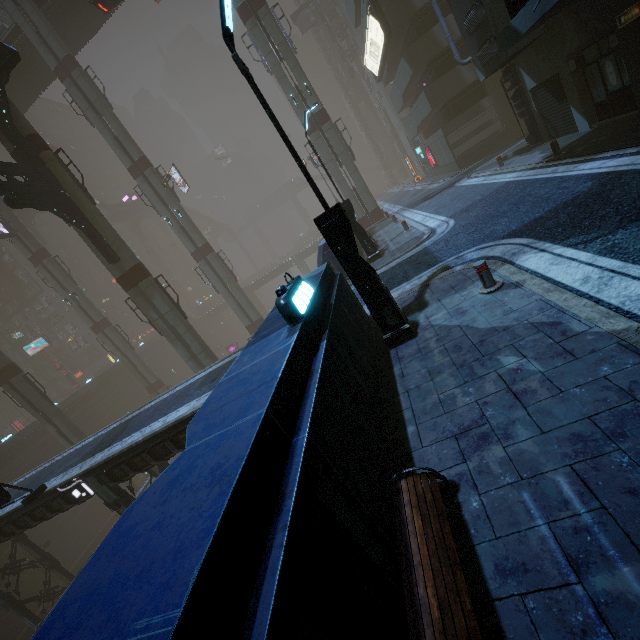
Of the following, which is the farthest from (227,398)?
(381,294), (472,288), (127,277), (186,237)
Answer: (186,237)

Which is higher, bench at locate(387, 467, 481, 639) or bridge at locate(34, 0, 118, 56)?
bridge at locate(34, 0, 118, 56)

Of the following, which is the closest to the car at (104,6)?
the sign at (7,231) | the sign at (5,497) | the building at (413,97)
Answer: the building at (413,97)

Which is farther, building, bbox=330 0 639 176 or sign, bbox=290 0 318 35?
sign, bbox=290 0 318 35

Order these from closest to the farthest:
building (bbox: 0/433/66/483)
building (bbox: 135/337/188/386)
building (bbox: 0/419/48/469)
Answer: building (bbox: 0/433/66/483)
building (bbox: 0/419/48/469)
building (bbox: 135/337/188/386)

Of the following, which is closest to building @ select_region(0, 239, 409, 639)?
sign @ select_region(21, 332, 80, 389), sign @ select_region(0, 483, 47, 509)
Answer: sign @ select_region(0, 483, 47, 509)

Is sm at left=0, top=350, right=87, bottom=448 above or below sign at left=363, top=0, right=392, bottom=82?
below

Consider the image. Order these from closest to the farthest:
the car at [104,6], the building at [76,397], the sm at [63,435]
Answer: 1. the car at [104,6]
2. the sm at [63,435]
3. the building at [76,397]
